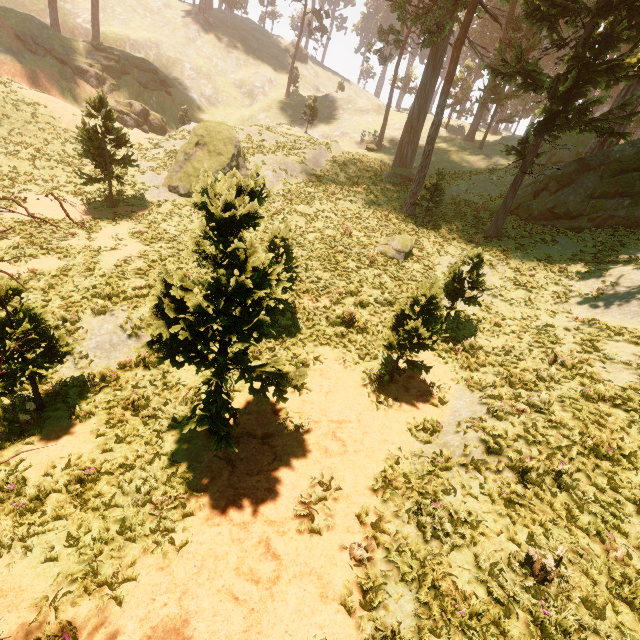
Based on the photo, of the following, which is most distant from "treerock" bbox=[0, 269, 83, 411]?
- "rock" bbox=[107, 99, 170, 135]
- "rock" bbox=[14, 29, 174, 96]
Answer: "rock" bbox=[107, 99, 170, 135]

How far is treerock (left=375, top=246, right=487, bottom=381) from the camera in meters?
9.0

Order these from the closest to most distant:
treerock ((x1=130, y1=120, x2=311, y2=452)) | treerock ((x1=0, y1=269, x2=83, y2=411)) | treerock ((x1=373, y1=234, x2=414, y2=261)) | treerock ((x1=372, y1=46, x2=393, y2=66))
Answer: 1. treerock ((x1=130, y1=120, x2=311, y2=452))
2. treerock ((x1=0, y1=269, x2=83, y2=411))
3. treerock ((x1=373, y1=234, x2=414, y2=261))
4. treerock ((x1=372, y1=46, x2=393, y2=66))

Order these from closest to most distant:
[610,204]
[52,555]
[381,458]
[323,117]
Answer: [52,555] < [381,458] < [610,204] < [323,117]

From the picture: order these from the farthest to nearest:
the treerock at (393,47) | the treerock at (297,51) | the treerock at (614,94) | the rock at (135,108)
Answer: the treerock at (297,51)
the treerock at (393,47)
the rock at (135,108)
the treerock at (614,94)

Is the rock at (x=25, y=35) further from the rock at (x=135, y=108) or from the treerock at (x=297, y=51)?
the treerock at (x=297, y=51)

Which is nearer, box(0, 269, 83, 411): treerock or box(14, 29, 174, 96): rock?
box(0, 269, 83, 411): treerock
